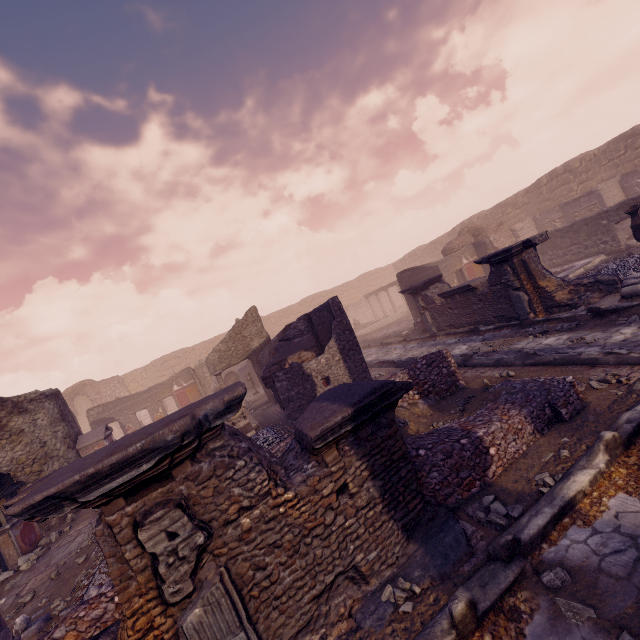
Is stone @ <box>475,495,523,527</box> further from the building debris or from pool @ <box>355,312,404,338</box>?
pool @ <box>355,312,404,338</box>

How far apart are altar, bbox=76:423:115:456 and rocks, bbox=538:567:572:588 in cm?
1279

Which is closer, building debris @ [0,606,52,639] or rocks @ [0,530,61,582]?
building debris @ [0,606,52,639]

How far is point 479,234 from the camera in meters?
20.5

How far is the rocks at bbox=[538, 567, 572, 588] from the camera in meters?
2.4 m

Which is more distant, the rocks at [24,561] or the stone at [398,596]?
the rocks at [24,561]

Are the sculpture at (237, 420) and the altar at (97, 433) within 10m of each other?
yes

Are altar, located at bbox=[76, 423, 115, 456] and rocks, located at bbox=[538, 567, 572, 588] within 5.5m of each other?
no
